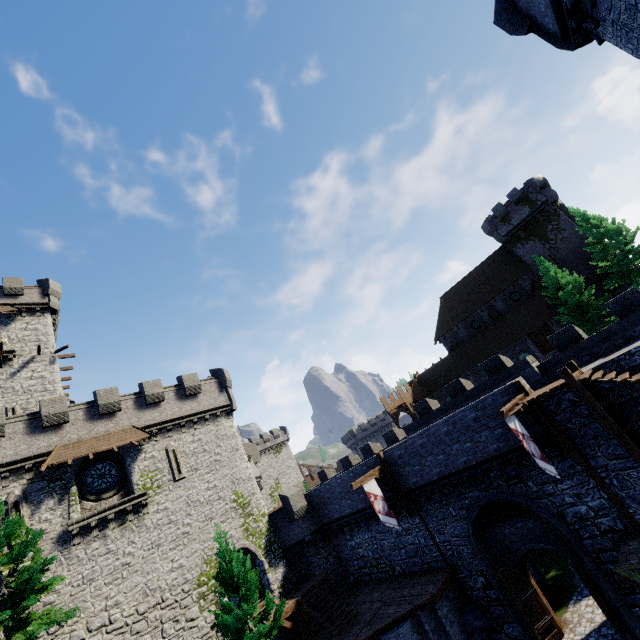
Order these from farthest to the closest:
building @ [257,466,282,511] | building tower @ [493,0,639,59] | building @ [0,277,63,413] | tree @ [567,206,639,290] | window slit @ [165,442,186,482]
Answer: building @ [257,466,282,511] → tree @ [567,206,639,290] → building @ [0,277,63,413] → window slit @ [165,442,186,482] → building tower @ [493,0,639,59]

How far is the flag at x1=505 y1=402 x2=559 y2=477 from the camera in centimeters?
1244cm

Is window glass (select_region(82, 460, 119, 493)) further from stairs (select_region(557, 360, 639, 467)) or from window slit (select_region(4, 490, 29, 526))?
stairs (select_region(557, 360, 639, 467))

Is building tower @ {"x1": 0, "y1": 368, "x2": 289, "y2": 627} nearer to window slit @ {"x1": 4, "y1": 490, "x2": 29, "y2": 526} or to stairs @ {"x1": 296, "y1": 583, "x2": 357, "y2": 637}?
window slit @ {"x1": 4, "y1": 490, "x2": 29, "y2": 526}

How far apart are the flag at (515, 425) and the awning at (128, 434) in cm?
2149

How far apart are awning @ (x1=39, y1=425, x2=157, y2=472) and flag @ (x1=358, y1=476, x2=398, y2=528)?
14.13m

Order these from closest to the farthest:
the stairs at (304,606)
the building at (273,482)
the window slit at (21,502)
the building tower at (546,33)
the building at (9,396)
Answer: the building tower at (546,33), the window slit at (21,502), the stairs at (304,606), the building at (9,396), the building at (273,482)

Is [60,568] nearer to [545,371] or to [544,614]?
[544,614]
